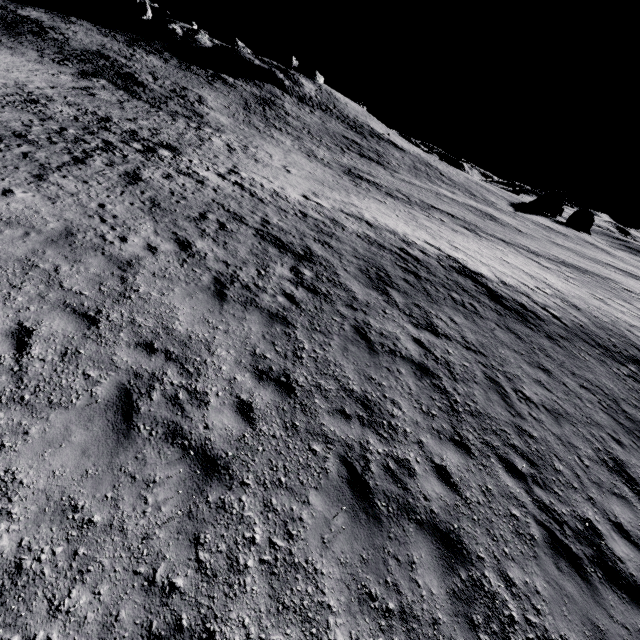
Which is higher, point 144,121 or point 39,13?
point 39,13
